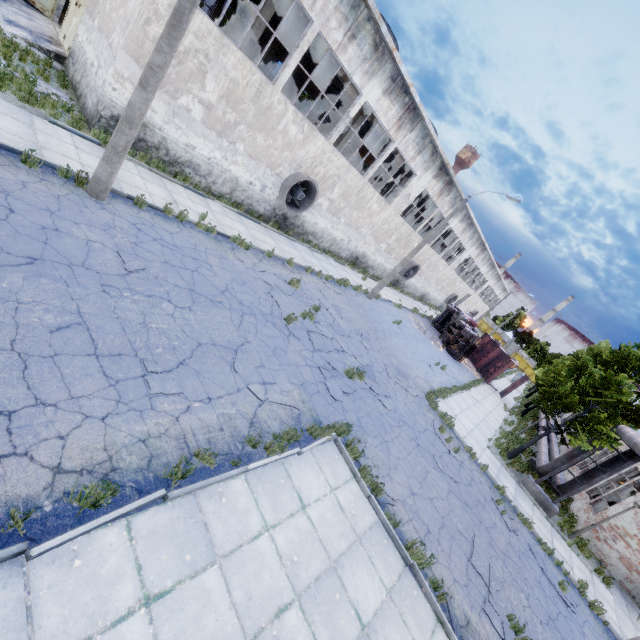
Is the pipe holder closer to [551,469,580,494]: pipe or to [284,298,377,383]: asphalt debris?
[551,469,580,494]: pipe

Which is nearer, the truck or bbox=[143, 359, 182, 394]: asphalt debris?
bbox=[143, 359, 182, 394]: asphalt debris

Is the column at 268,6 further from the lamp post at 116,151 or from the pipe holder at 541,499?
the pipe holder at 541,499

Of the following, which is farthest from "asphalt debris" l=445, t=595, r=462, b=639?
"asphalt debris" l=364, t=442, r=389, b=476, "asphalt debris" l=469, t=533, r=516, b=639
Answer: "asphalt debris" l=364, t=442, r=389, b=476

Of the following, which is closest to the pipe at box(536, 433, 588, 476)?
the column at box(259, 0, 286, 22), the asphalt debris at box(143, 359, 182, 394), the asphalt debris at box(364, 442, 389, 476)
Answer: the asphalt debris at box(364, 442, 389, 476)

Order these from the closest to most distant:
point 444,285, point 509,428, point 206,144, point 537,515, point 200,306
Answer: point 200,306, point 206,144, point 537,515, point 509,428, point 444,285

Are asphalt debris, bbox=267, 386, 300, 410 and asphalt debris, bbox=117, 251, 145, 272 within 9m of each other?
yes

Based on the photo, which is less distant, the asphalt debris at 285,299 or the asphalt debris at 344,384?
the asphalt debris at 344,384
